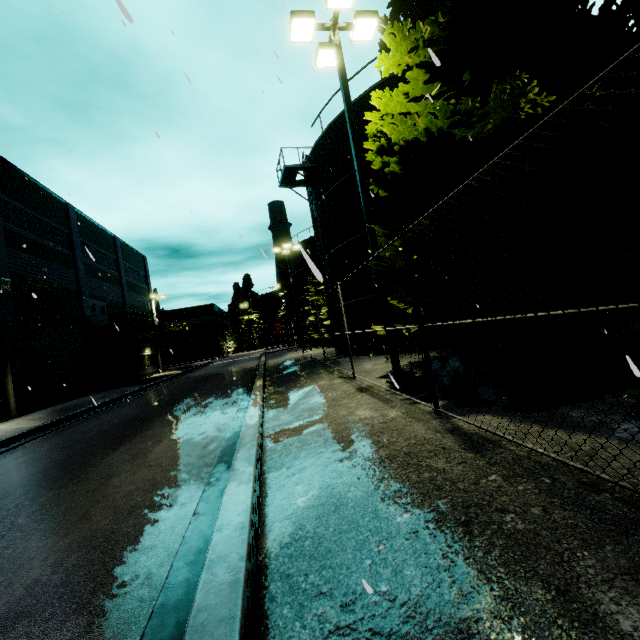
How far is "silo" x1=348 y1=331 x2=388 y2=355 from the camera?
15.6 meters

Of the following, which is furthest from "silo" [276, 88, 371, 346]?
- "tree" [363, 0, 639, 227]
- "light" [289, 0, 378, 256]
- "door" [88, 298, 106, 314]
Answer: "door" [88, 298, 106, 314]

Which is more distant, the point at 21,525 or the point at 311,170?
the point at 311,170

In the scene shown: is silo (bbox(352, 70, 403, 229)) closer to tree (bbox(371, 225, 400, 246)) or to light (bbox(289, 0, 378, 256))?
tree (bbox(371, 225, 400, 246))

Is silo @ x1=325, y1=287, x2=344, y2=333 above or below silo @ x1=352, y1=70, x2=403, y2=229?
below

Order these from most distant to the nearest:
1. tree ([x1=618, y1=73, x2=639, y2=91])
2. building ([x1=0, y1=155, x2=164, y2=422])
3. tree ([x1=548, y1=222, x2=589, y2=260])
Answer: building ([x1=0, y1=155, x2=164, y2=422])
tree ([x1=548, y1=222, x2=589, y2=260])
tree ([x1=618, y1=73, x2=639, y2=91])

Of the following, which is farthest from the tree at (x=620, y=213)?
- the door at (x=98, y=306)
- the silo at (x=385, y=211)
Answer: the door at (x=98, y=306)

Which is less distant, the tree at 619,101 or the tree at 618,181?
the tree at 619,101
